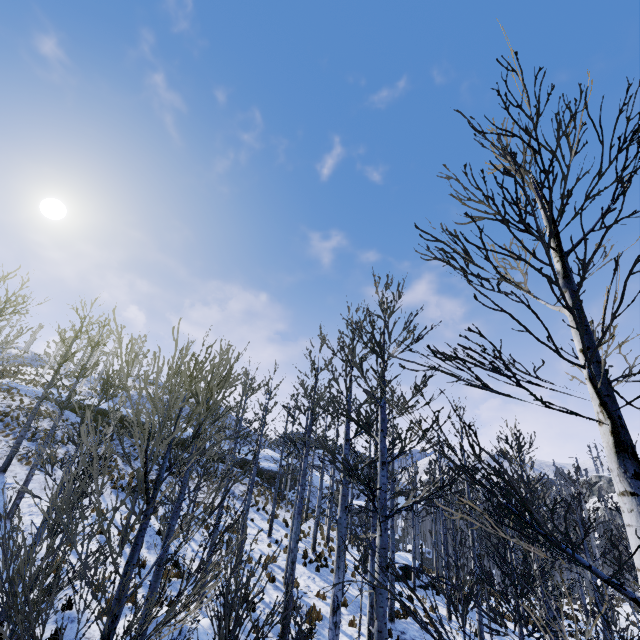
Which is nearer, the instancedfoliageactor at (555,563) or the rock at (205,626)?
the instancedfoliageactor at (555,563)

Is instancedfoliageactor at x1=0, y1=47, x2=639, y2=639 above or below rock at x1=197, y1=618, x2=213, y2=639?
above

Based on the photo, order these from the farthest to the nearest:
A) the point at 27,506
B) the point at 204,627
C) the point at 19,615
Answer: the point at 27,506
the point at 204,627
the point at 19,615

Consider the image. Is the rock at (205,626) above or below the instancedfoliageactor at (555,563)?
below

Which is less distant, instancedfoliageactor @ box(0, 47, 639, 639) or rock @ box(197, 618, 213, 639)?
instancedfoliageactor @ box(0, 47, 639, 639)
